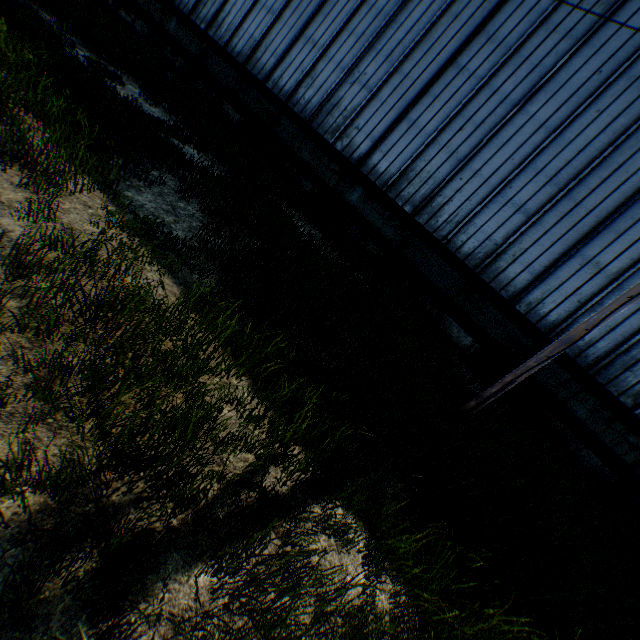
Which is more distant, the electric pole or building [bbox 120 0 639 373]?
building [bbox 120 0 639 373]

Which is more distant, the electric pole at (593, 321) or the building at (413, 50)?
the building at (413, 50)

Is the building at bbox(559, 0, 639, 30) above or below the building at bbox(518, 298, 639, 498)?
above

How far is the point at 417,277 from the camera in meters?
11.4

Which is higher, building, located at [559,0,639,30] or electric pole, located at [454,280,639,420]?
building, located at [559,0,639,30]
